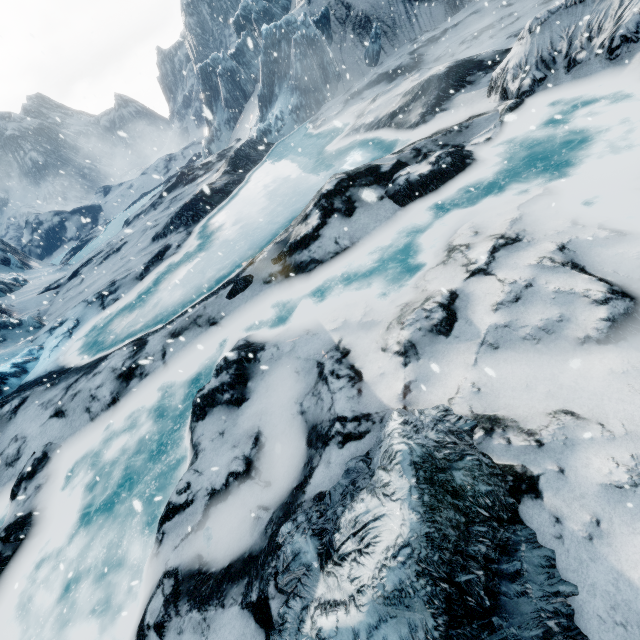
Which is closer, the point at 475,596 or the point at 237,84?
the point at 475,596
